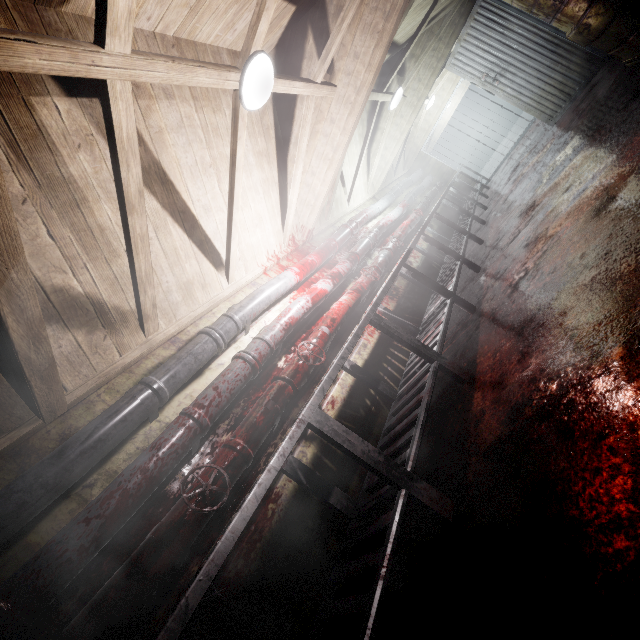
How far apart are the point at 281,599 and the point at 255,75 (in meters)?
2.99

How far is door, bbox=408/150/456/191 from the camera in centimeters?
870cm

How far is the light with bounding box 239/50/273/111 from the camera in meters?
2.0 m

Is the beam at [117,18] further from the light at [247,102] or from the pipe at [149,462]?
the pipe at [149,462]

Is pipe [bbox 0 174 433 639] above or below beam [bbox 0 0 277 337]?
below

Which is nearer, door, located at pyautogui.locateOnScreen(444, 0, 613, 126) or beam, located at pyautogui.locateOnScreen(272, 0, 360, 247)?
beam, located at pyautogui.locateOnScreen(272, 0, 360, 247)

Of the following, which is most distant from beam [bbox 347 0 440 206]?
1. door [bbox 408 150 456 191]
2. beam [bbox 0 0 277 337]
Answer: door [bbox 408 150 456 191]

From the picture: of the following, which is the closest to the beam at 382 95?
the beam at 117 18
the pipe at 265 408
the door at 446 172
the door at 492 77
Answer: the door at 492 77
